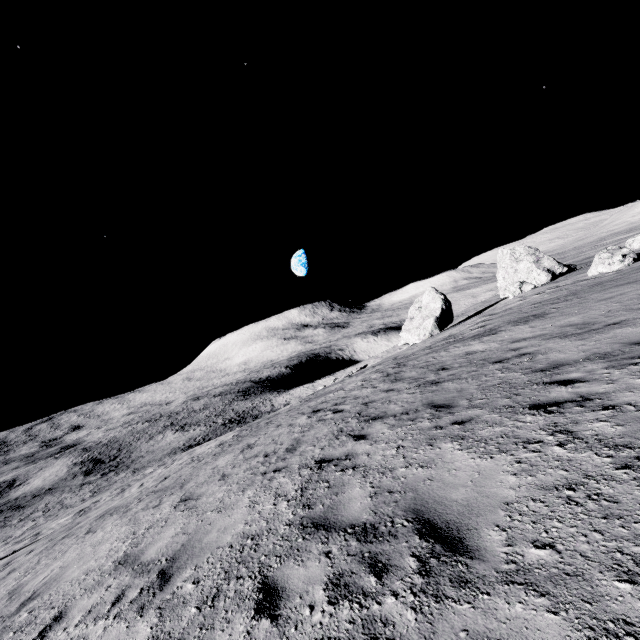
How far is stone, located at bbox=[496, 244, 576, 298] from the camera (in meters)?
34.84

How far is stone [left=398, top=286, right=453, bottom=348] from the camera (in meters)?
36.16

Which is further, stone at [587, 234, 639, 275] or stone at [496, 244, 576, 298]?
stone at [496, 244, 576, 298]

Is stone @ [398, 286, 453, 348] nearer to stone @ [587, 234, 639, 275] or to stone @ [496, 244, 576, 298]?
stone @ [496, 244, 576, 298]

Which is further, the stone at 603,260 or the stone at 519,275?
the stone at 519,275

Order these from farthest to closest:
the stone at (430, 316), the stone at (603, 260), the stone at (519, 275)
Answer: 1. the stone at (430, 316)
2. the stone at (519, 275)
3. the stone at (603, 260)

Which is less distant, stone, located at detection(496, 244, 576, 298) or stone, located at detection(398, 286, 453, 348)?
stone, located at detection(496, 244, 576, 298)

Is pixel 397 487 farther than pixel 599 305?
No
